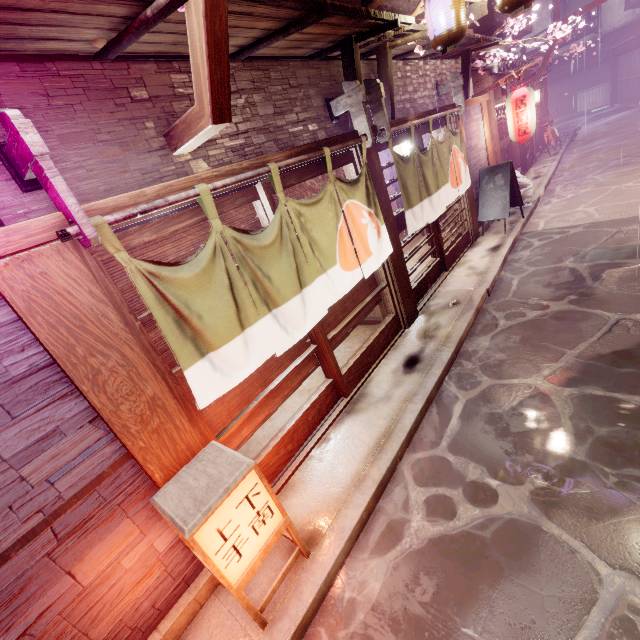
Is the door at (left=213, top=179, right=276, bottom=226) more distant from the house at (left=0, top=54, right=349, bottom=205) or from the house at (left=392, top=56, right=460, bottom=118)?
the house at (left=392, top=56, right=460, bottom=118)

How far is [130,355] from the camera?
4.05m

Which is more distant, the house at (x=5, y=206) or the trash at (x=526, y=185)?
the trash at (x=526, y=185)

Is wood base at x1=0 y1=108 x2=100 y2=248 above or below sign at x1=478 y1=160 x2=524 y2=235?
above

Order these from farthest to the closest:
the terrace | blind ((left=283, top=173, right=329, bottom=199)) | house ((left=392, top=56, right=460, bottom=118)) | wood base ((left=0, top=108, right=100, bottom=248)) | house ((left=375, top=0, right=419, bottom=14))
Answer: the terrace
house ((left=392, top=56, right=460, bottom=118))
house ((left=375, top=0, right=419, bottom=14))
blind ((left=283, top=173, right=329, bottom=199))
wood base ((left=0, top=108, right=100, bottom=248))

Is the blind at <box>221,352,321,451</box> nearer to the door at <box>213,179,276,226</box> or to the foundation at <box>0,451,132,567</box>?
the door at <box>213,179,276,226</box>

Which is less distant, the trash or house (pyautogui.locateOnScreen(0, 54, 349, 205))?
house (pyautogui.locateOnScreen(0, 54, 349, 205))

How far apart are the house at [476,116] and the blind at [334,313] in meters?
8.1
